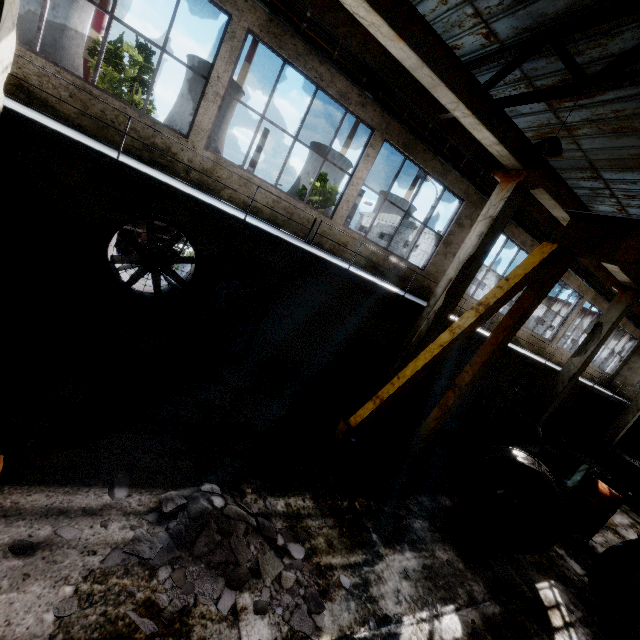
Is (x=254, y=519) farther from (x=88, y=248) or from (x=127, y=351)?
(x=88, y=248)

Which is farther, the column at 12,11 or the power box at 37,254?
the power box at 37,254

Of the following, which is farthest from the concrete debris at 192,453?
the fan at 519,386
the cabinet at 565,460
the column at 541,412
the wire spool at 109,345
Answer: the fan at 519,386

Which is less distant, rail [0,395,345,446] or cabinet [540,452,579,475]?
rail [0,395,345,446]

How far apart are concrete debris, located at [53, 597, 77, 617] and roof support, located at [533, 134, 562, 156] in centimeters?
860cm

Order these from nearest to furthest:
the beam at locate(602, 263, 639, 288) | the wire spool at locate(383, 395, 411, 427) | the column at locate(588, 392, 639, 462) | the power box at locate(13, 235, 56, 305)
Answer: the power box at locate(13, 235, 56, 305)
the wire spool at locate(383, 395, 411, 427)
the beam at locate(602, 263, 639, 288)
the column at locate(588, 392, 639, 462)

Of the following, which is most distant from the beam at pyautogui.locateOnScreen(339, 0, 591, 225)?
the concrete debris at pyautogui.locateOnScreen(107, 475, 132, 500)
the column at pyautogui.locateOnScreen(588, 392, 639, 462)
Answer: the concrete debris at pyautogui.locateOnScreen(107, 475, 132, 500)

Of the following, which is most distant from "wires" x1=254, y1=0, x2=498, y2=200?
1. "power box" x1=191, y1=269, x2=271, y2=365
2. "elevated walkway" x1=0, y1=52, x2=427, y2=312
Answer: "power box" x1=191, y1=269, x2=271, y2=365
